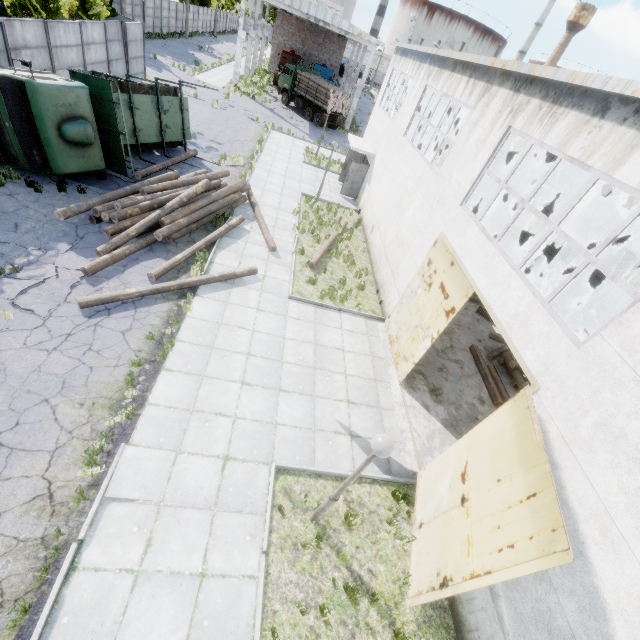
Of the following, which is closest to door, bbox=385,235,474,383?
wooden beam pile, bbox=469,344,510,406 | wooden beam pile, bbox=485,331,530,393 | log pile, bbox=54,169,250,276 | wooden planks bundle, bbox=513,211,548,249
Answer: wooden beam pile, bbox=469,344,510,406

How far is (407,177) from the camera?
13.40m

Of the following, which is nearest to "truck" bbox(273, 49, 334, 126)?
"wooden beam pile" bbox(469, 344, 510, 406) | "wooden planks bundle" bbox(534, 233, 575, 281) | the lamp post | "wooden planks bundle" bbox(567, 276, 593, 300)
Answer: "wooden planks bundle" bbox(534, 233, 575, 281)

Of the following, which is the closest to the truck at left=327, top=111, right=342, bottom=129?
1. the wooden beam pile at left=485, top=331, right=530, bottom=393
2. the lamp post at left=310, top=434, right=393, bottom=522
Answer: the wooden beam pile at left=485, top=331, right=530, bottom=393

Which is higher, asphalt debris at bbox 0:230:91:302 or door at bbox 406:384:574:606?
door at bbox 406:384:574:606

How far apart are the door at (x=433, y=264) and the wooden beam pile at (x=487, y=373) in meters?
3.5

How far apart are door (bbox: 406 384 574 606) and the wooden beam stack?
22.7m

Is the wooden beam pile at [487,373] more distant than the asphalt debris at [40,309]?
Yes
